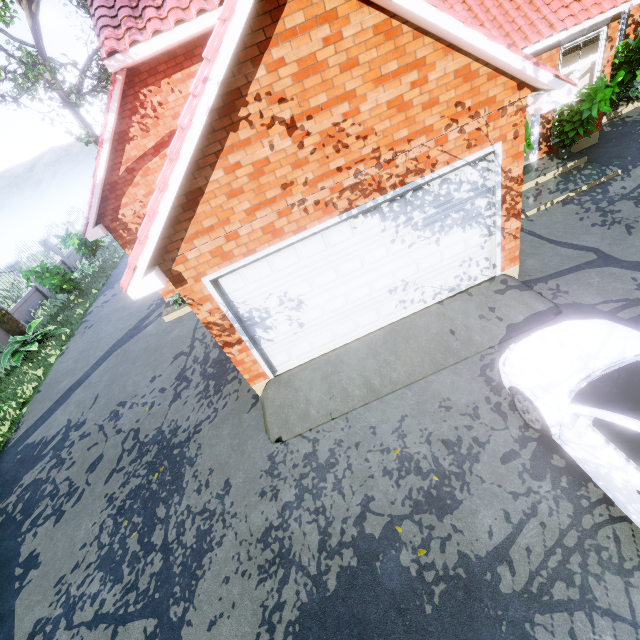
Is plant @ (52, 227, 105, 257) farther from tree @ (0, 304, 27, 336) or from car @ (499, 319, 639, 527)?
tree @ (0, 304, 27, 336)

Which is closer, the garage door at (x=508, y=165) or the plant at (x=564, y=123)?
the garage door at (x=508, y=165)

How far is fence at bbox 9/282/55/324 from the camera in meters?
14.4 m

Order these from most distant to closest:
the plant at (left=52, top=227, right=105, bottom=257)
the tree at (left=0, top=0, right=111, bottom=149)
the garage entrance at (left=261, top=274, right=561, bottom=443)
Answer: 1. the plant at (left=52, top=227, right=105, bottom=257)
2. the tree at (left=0, top=0, right=111, bottom=149)
3. the garage entrance at (left=261, top=274, right=561, bottom=443)

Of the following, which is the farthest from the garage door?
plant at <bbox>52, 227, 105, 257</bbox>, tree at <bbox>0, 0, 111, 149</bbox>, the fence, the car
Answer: plant at <bbox>52, 227, 105, 257</bbox>

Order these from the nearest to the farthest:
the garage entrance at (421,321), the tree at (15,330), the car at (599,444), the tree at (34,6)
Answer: the car at (599,444) < the garage entrance at (421,321) < the tree at (34,6) < the tree at (15,330)

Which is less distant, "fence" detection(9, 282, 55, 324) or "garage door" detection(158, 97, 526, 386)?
"garage door" detection(158, 97, 526, 386)

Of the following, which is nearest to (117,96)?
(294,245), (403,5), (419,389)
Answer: (294,245)
